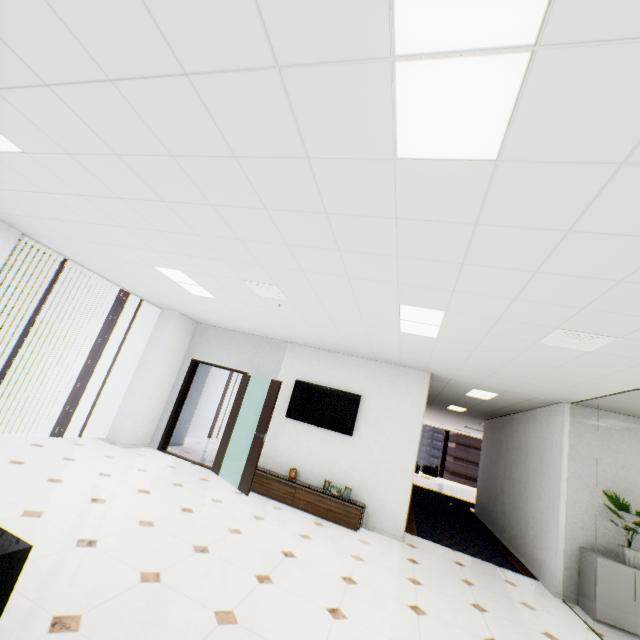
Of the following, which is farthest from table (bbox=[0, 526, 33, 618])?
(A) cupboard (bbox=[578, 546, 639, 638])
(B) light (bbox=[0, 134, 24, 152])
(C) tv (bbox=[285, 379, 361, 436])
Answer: (A) cupboard (bbox=[578, 546, 639, 638])

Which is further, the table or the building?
the building

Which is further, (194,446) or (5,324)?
(5,324)

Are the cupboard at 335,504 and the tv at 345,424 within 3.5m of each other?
yes

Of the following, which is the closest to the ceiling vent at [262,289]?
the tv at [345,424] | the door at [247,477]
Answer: the door at [247,477]

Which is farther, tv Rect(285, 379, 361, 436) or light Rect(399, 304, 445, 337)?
tv Rect(285, 379, 361, 436)

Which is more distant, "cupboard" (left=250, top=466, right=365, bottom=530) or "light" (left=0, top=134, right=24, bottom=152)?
"cupboard" (left=250, top=466, right=365, bottom=530)

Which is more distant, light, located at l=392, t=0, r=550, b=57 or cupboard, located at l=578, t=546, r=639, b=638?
cupboard, located at l=578, t=546, r=639, b=638
